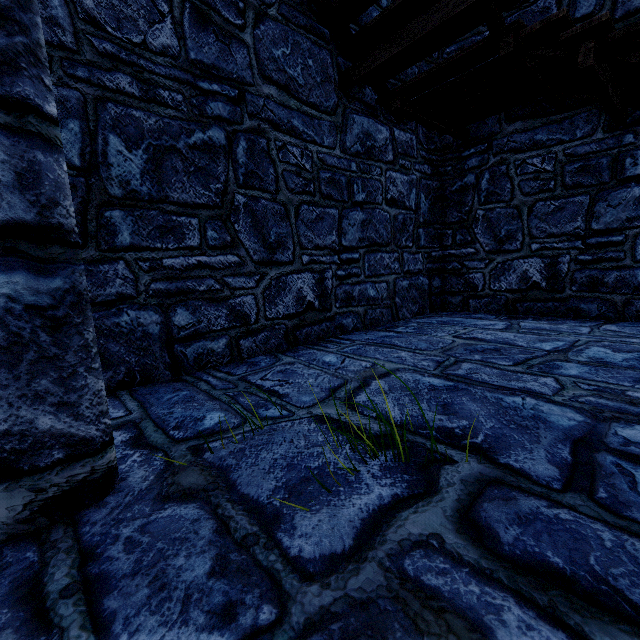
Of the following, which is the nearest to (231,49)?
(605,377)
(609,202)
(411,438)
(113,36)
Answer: (113,36)
